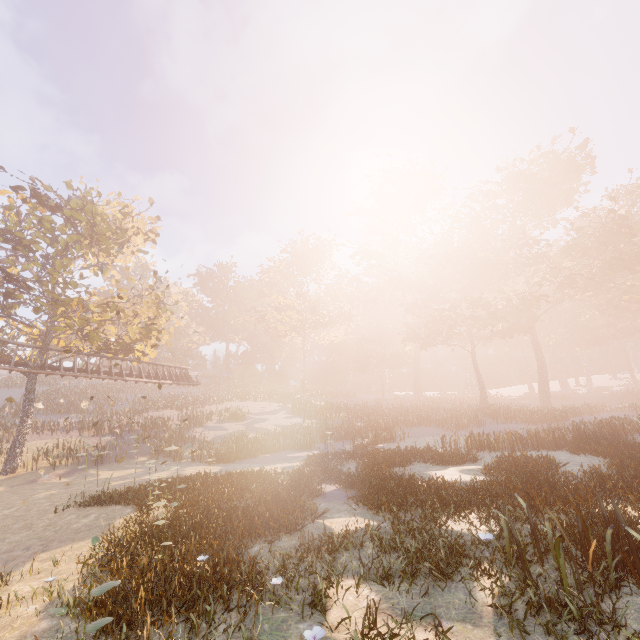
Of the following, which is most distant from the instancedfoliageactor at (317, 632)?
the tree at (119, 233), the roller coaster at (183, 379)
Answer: the tree at (119, 233)

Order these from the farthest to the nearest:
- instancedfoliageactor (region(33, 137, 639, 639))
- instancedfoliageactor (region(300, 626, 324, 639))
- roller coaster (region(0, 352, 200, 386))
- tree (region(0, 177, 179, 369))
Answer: roller coaster (region(0, 352, 200, 386)) < tree (region(0, 177, 179, 369)) < instancedfoliageactor (region(33, 137, 639, 639)) < instancedfoliageactor (region(300, 626, 324, 639))

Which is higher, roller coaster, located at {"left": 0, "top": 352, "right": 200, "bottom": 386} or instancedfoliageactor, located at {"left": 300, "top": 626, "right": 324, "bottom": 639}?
roller coaster, located at {"left": 0, "top": 352, "right": 200, "bottom": 386}

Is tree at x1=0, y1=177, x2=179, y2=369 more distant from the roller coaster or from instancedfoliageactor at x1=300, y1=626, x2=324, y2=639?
instancedfoliageactor at x1=300, y1=626, x2=324, y2=639

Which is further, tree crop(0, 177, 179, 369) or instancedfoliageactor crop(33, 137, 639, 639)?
tree crop(0, 177, 179, 369)

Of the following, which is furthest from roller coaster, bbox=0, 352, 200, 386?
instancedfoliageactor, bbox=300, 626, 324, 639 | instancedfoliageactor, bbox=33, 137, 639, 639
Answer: instancedfoliageactor, bbox=300, 626, 324, 639

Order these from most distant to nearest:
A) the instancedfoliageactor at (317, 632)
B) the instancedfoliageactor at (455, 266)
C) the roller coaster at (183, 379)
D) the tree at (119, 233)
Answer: the roller coaster at (183, 379) → the tree at (119, 233) → the instancedfoliageactor at (455, 266) → the instancedfoliageactor at (317, 632)

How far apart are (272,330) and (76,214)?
35.2 meters
